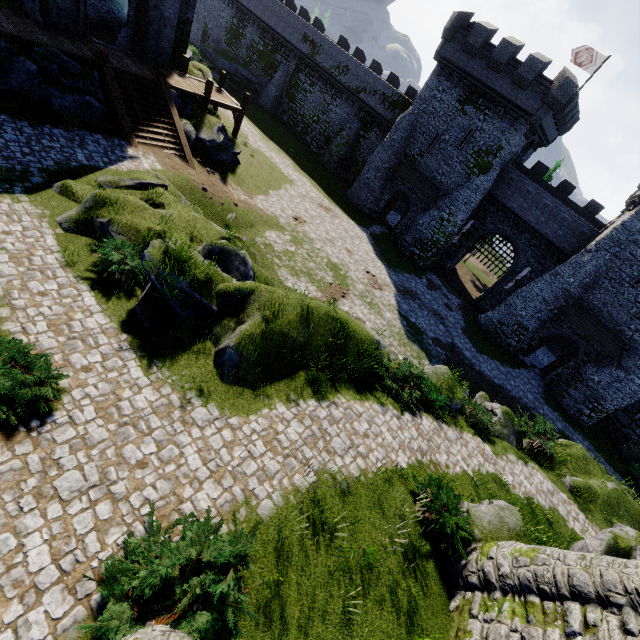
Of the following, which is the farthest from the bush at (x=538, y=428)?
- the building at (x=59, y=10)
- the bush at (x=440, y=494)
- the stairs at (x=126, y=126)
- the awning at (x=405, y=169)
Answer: the building at (x=59, y=10)

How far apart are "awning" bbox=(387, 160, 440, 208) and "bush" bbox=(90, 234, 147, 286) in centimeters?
2607cm

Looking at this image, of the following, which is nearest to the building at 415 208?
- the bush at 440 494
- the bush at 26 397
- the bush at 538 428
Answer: the bush at 538 428

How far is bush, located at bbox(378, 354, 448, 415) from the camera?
12.74m

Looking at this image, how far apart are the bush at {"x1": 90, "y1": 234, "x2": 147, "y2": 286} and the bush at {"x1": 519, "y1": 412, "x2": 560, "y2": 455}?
18.64m

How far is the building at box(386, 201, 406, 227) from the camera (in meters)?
37.90

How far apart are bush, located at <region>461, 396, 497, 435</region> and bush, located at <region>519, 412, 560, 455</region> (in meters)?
2.31

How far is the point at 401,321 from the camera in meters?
22.2 m
